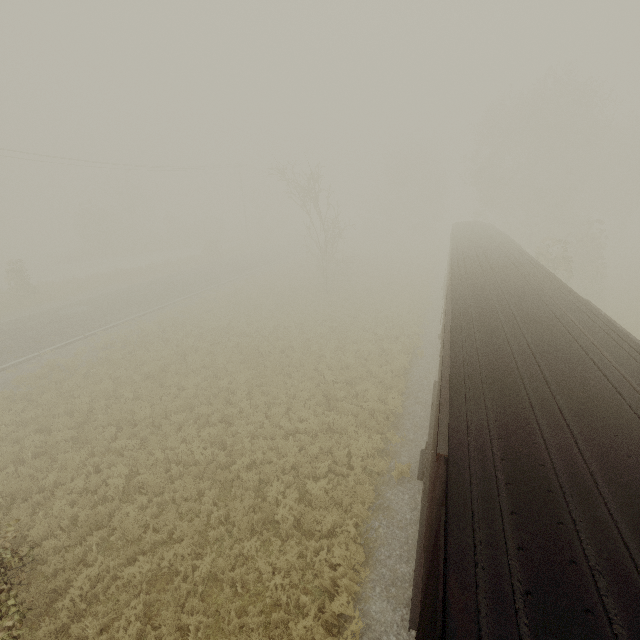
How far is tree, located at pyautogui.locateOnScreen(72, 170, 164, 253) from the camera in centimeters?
4381cm

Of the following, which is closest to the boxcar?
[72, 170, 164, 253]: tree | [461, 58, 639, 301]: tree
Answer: [461, 58, 639, 301]: tree

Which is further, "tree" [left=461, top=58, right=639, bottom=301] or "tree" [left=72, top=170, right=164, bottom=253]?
"tree" [left=72, top=170, right=164, bottom=253]

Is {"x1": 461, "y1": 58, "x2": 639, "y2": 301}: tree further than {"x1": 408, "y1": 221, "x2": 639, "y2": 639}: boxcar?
Yes

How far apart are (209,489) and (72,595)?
3.5m

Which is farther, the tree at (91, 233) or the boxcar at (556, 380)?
the tree at (91, 233)

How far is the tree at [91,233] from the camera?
43.8 meters
